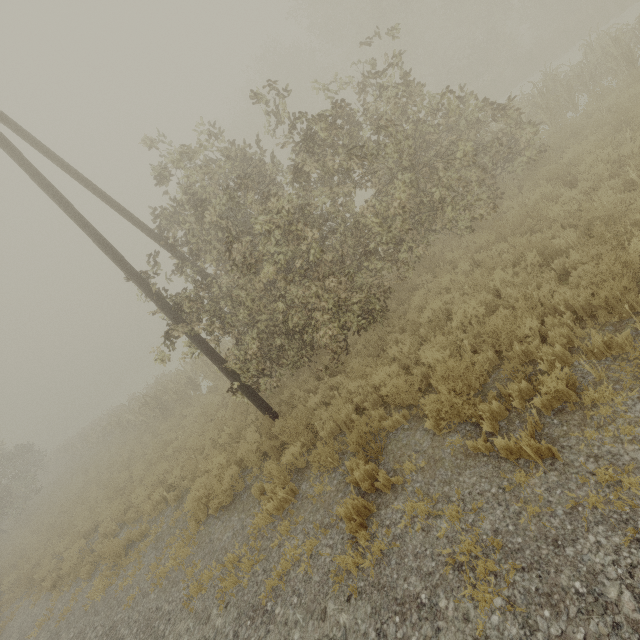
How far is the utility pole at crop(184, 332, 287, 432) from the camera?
7.8 meters

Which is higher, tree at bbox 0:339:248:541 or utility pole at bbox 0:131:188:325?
utility pole at bbox 0:131:188:325

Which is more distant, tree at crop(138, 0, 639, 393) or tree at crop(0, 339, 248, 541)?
tree at crop(0, 339, 248, 541)

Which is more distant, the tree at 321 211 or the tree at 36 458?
the tree at 36 458

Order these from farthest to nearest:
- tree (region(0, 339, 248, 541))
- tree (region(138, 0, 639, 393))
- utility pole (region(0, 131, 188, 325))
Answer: tree (region(0, 339, 248, 541)) < tree (region(138, 0, 639, 393)) < utility pole (region(0, 131, 188, 325))

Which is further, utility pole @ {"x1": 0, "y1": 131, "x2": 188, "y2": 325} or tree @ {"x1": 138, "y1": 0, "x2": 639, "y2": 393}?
tree @ {"x1": 138, "y1": 0, "x2": 639, "y2": 393}

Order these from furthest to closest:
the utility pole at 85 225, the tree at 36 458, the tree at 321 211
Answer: the tree at 36 458, the tree at 321 211, the utility pole at 85 225

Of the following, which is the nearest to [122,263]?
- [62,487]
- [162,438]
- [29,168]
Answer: [29,168]
